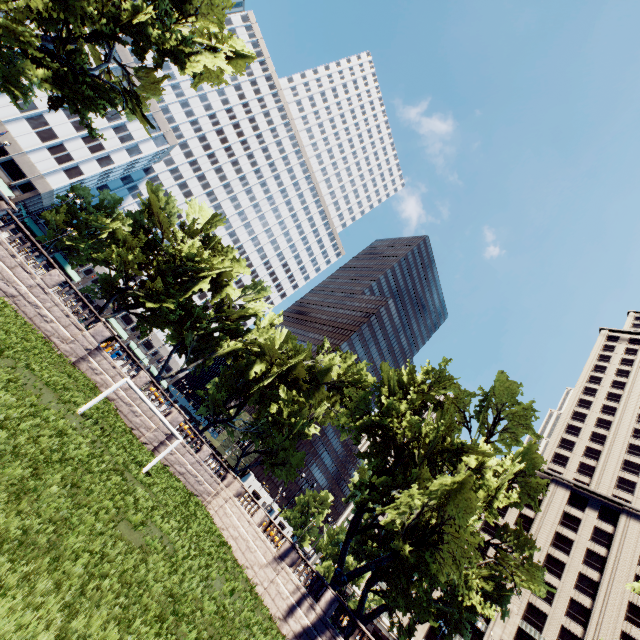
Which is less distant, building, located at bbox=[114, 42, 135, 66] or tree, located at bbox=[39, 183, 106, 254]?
tree, located at bbox=[39, 183, 106, 254]

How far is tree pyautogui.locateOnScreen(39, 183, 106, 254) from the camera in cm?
5519

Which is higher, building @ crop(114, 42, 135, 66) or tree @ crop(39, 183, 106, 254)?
building @ crop(114, 42, 135, 66)

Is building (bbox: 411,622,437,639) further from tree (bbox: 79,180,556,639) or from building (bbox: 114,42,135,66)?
building (bbox: 114,42,135,66)

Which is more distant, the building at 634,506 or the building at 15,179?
the building at 15,179

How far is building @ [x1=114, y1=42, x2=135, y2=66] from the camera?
56.84m

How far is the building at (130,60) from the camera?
56.8 meters

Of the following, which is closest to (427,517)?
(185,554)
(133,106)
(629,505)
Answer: (185,554)
